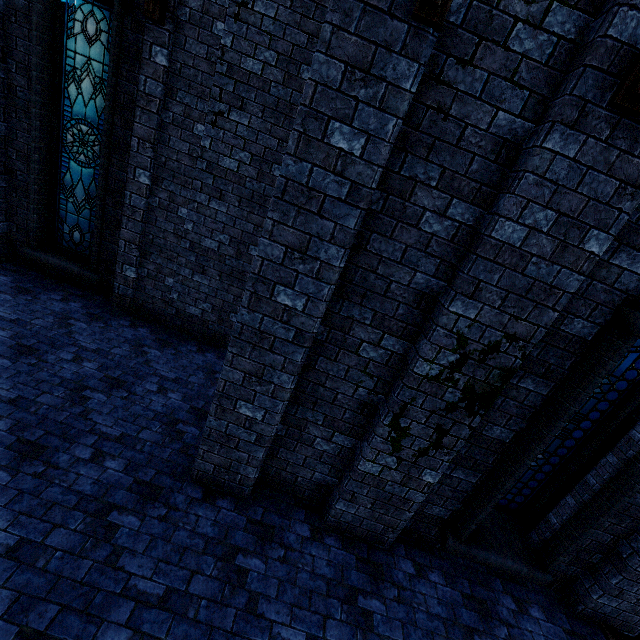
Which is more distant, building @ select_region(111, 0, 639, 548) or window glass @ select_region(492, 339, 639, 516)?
window glass @ select_region(492, 339, 639, 516)

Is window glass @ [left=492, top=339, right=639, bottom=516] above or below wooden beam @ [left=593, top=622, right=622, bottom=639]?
above

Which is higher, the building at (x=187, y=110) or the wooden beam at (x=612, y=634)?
the building at (x=187, y=110)

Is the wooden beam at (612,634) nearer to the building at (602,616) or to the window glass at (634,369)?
the building at (602,616)

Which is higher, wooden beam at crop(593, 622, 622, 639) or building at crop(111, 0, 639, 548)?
building at crop(111, 0, 639, 548)

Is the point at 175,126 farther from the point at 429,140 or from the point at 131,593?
the point at 131,593

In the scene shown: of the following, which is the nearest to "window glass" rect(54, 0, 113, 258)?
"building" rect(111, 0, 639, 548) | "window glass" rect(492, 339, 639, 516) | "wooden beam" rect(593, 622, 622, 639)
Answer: "building" rect(111, 0, 639, 548)

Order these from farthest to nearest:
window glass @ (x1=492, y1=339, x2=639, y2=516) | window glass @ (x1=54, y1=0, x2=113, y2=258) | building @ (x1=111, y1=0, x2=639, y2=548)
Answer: window glass @ (x1=54, y1=0, x2=113, y2=258) < window glass @ (x1=492, y1=339, x2=639, y2=516) < building @ (x1=111, y1=0, x2=639, y2=548)
